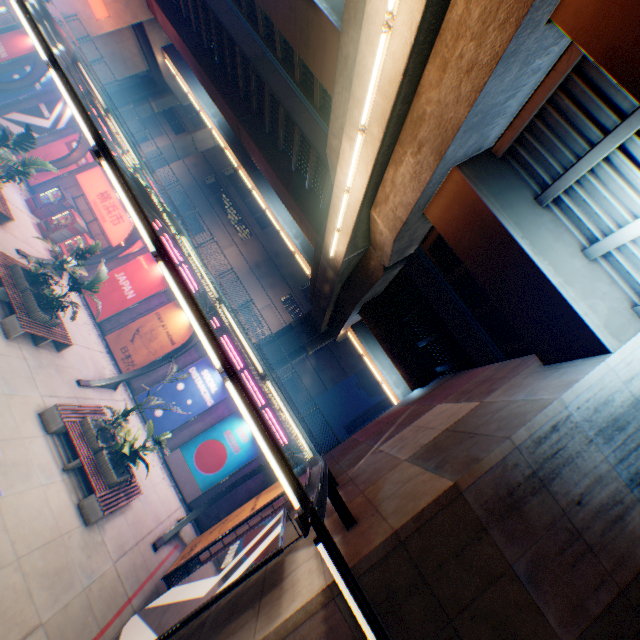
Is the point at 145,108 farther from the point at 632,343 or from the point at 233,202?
the point at 632,343

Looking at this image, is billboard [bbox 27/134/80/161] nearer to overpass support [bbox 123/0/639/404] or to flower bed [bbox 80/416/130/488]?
overpass support [bbox 123/0/639/404]

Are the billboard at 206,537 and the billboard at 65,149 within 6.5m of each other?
no

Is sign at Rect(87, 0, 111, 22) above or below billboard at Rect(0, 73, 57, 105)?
above

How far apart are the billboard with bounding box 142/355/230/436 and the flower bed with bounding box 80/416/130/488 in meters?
4.9 m

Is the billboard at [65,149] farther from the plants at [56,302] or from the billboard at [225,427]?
the billboard at [225,427]

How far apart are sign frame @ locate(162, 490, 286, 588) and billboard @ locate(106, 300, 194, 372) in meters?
9.7

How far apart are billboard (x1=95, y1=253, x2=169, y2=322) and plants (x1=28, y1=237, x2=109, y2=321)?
5.30m
